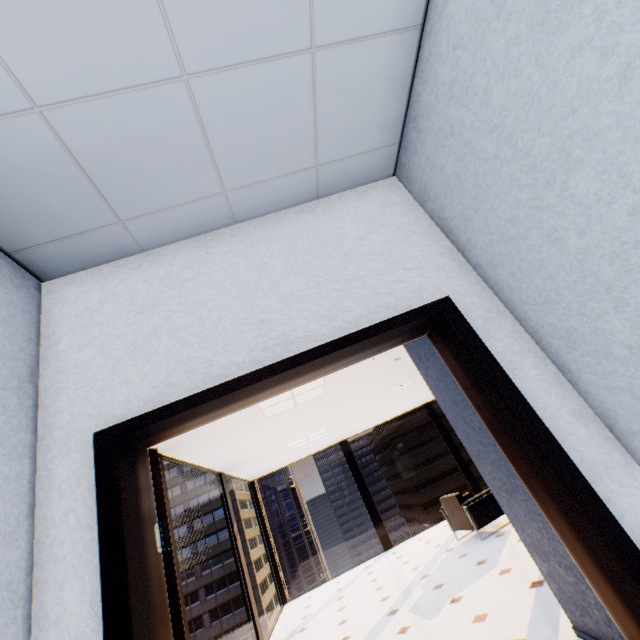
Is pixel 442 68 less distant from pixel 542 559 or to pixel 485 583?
pixel 542 559

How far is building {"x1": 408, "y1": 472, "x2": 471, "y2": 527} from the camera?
57.0m

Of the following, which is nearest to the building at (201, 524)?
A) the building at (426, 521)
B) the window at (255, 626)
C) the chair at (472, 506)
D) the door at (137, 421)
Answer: the building at (426, 521)

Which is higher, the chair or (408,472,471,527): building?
the chair

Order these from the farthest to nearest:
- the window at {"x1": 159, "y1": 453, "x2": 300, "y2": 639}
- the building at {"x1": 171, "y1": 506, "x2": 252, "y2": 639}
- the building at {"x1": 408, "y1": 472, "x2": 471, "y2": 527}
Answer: the building at {"x1": 408, "y1": 472, "x2": 471, "y2": 527}, the building at {"x1": 171, "y1": 506, "x2": 252, "y2": 639}, the window at {"x1": 159, "y1": 453, "x2": 300, "y2": 639}

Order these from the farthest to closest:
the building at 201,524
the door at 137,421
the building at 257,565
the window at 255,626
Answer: the building at 257,565, the building at 201,524, the window at 255,626, the door at 137,421

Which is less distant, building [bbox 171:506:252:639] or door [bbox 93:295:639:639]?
door [bbox 93:295:639:639]

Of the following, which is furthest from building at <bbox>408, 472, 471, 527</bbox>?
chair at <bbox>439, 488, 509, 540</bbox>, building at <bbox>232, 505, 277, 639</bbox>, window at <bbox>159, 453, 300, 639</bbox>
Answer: window at <bbox>159, 453, 300, 639</bbox>
